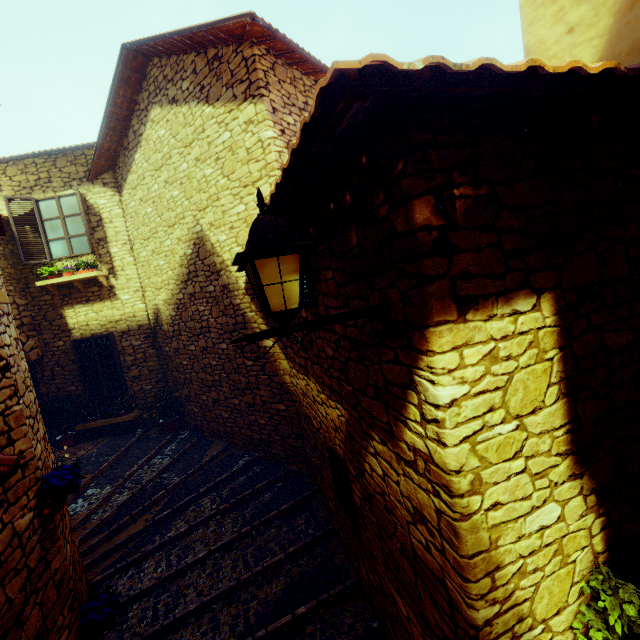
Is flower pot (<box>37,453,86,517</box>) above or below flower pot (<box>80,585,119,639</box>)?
above

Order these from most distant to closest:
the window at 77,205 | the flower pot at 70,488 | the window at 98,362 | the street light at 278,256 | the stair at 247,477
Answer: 1. the window at 98,362
2. the window at 77,205
3. the stair at 247,477
4. the flower pot at 70,488
5. the street light at 278,256

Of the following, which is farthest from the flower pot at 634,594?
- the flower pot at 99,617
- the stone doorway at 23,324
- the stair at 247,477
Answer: the stone doorway at 23,324

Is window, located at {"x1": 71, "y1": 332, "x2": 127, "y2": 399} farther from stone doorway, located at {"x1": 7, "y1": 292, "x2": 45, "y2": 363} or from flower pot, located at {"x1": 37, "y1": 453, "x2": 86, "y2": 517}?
flower pot, located at {"x1": 37, "y1": 453, "x2": 86, "y2": 517}

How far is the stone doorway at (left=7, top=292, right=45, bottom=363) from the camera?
8.0 meters

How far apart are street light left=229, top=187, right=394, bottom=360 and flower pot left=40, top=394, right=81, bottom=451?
9.1 meters

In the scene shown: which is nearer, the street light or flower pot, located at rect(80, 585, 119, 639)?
the street light

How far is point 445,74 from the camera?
0.92m
